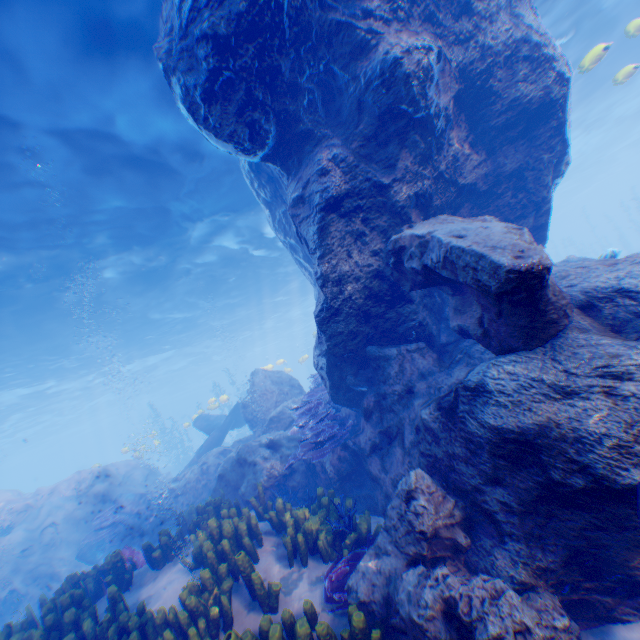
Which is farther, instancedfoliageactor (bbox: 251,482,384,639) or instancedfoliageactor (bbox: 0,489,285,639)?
instancedfoliageactor (bbox: 0,489,285,639)

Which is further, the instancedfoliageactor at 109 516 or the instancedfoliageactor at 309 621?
the instancedfoliageactor at 109 516

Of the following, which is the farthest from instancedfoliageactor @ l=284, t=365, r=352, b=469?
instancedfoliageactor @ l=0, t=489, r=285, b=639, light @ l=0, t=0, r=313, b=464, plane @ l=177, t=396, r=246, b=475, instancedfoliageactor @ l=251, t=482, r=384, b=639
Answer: light @ l=0, t=0, r=313, b=464

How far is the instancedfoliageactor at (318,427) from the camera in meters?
7.6

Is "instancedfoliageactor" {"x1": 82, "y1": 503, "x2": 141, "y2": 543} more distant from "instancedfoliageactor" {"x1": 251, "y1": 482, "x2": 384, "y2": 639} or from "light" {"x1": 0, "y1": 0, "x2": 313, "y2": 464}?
"light" {"x1": 0, "y1": 0, "x2": 313, "y2": 464}

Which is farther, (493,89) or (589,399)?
(493,89)

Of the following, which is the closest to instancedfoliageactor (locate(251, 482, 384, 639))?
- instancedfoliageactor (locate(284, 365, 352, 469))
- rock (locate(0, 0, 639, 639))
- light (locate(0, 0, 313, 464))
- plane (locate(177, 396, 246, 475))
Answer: rock (locate(0, 0, 639, 639))

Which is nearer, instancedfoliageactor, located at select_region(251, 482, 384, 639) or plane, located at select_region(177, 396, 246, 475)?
instancedfoliageactor, located at select_region(251, 482, 384, 639)
